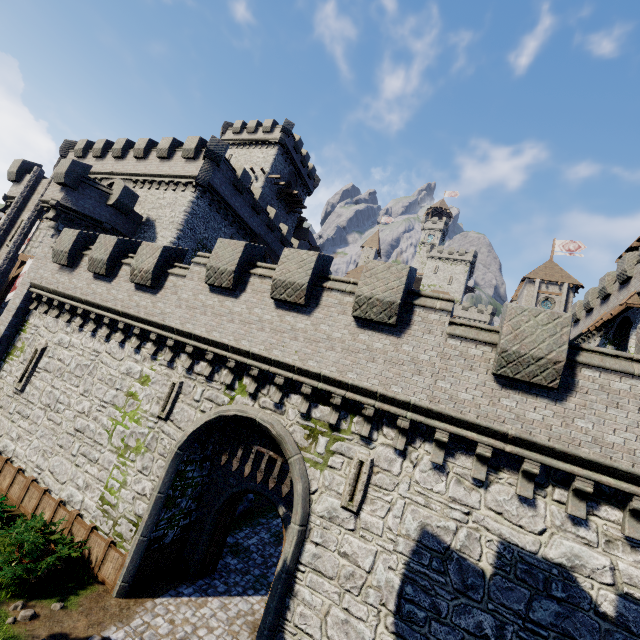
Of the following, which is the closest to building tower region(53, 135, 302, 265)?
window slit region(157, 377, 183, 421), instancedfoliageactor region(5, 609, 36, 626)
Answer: window slit region(157, 377, 183, 421)

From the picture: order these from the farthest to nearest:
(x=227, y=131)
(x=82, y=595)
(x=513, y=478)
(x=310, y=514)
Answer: (x=227, y=131) < (x=82, y=595) < (x=310, y=514) < (x=513, y=478)

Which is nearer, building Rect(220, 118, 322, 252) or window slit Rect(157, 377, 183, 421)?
window slit Rect(157, 377, 183, 421)

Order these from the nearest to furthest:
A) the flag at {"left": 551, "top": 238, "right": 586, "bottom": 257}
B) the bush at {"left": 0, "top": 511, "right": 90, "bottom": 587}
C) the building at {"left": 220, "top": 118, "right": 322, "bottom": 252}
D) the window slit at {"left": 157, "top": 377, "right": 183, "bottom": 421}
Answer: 1. the bush at {"left": 0, "top": 511, "right": 90, "bottom": 587}
2. the window slit at {"left": 157, "top": 377, "right": 183, "bottom": 421}
3. the building at {"left": 220, "top": 118, "right": 322, "bottom": 252}
4. the flag at {"left": 551, "top": 238, "right": 586, "bottom": 257}

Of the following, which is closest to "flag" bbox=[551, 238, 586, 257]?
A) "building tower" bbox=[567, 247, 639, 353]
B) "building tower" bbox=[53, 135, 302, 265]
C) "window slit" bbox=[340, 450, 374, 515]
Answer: "building tower" bbox=[567, 247, 639, 353]

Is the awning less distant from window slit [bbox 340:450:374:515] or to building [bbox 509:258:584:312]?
building [bbox 509:258:584:312]

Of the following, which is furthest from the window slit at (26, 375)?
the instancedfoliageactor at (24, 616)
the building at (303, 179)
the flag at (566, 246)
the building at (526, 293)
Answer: the flag at (566, 246)

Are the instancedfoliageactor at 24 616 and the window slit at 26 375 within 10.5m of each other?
yes
